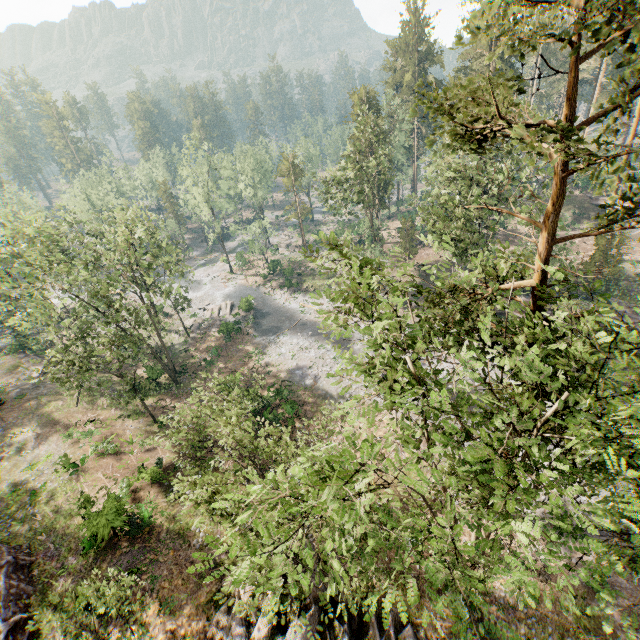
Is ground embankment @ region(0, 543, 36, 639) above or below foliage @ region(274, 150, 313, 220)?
below

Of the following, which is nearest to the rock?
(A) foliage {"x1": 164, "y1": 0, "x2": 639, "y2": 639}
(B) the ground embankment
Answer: (B) the ground embankment

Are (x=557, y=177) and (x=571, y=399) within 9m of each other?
yes

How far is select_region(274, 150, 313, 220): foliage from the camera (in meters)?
54.99

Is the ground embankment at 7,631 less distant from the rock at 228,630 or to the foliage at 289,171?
the rock at 228,630

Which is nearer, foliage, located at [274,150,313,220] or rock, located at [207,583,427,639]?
rock, located at [207,583,427,639]
